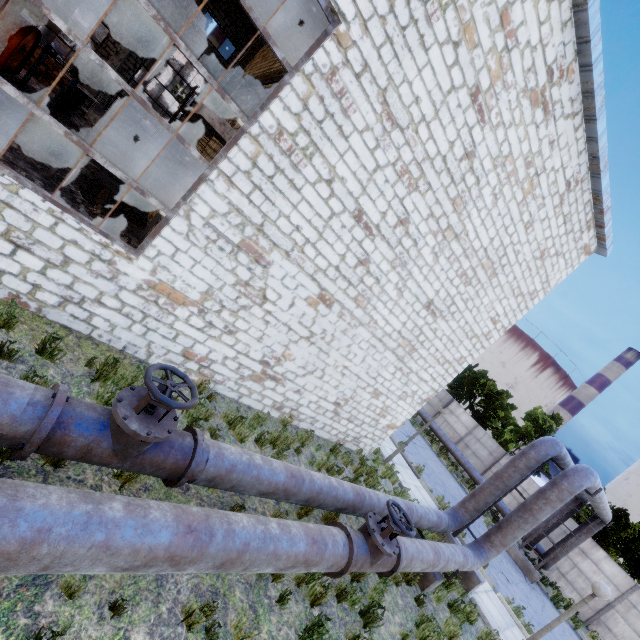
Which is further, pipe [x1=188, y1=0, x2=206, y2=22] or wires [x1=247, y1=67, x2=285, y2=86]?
pipe [x1=188, y1=0, x2=206, y2=22]

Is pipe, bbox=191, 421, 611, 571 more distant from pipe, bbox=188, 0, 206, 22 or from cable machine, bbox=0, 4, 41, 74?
pipe, bbox=188, 0, 206, 22

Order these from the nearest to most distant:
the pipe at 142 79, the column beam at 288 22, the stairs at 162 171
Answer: the stairs at 162 171, the column beam at 288 22, the pipe at 142 79

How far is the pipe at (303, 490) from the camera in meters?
4.6

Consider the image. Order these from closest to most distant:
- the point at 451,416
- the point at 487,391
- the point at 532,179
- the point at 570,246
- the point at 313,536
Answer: the point at 313,536 → the point at 532,179 → the point at 570,246 → the point at 451,416 → the point at 487,391

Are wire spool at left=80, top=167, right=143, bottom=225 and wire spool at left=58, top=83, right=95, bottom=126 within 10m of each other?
yes

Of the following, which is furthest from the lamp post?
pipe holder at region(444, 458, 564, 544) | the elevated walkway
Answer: the elevated walkway

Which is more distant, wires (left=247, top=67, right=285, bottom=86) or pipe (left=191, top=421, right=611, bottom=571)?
wires (left=247, top=67, right=285, bottom=86)
